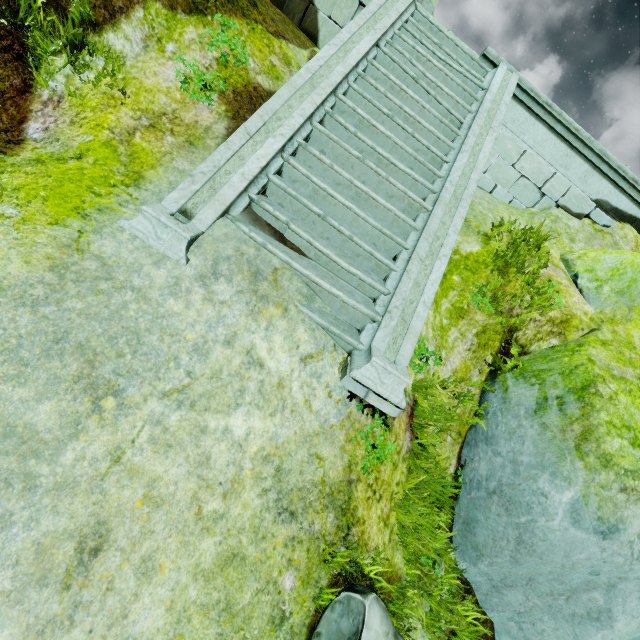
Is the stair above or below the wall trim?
below

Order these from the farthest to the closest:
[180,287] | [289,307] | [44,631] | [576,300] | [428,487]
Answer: [576,300], [428,487], [289,307], [180,287], [44,631]

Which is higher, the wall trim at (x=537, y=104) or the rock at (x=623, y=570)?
the wall trim at (x=537, y=104)

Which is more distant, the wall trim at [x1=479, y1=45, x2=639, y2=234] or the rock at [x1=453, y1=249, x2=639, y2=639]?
the wall trim at [x1=479, y1=45, x2=639, y2=234]

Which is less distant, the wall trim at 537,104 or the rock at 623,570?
the rock at 623,570

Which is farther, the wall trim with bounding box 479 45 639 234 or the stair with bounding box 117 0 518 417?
the wall trim with bounding box 479 45 639 234

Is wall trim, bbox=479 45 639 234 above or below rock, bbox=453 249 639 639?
above
